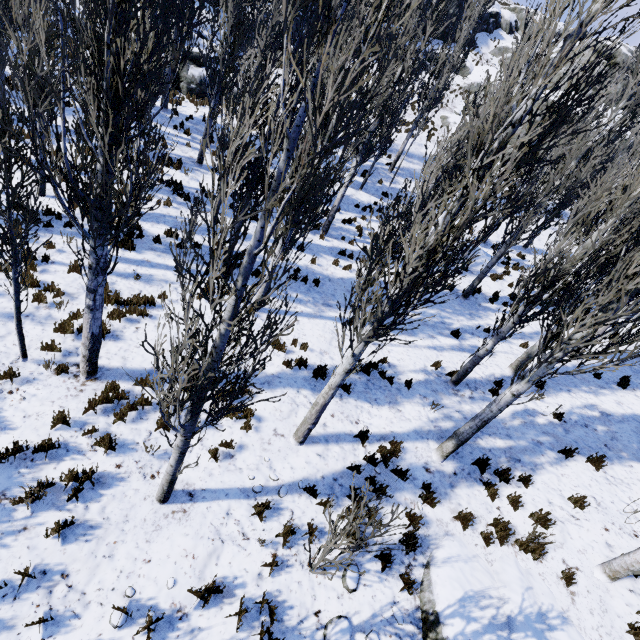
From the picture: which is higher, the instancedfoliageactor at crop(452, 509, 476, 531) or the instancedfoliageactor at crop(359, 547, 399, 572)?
the instancedfoliageactor at crop(452, 509, 476, 531)

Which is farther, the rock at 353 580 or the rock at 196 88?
the rock at 196 88

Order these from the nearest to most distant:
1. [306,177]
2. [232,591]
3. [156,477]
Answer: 1. [306,177]
2. [232,591]
3. [156,477]

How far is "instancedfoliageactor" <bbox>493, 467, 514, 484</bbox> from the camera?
7.2m

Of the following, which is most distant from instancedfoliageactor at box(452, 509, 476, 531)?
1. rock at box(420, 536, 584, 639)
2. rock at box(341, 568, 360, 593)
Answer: rock at box(341, 568, 360, 593)

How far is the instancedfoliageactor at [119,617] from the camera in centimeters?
411cm
